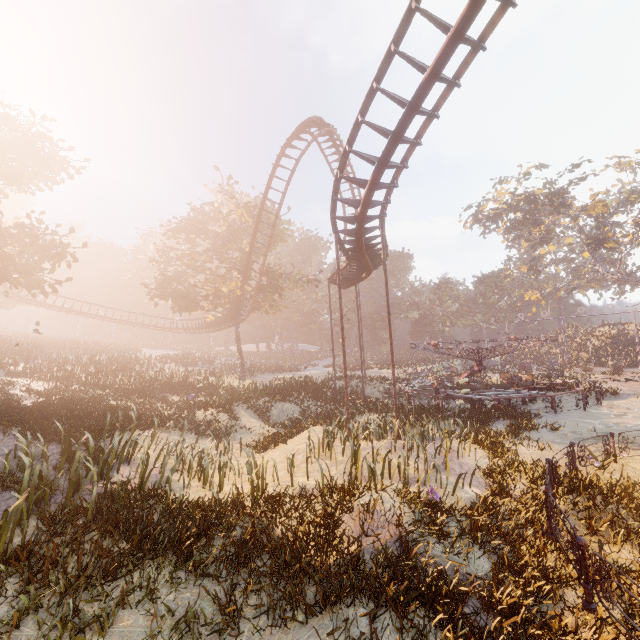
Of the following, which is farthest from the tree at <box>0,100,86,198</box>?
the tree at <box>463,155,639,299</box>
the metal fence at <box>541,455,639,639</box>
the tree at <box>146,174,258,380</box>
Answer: the tree at <box>463,155,639,299</box>

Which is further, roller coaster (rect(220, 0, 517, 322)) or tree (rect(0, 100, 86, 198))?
tree (rect(0, 100, 86, 198))

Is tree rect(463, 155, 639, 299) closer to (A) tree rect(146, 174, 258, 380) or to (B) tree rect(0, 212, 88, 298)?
(A) tree rect(146, 174, 258, 380)

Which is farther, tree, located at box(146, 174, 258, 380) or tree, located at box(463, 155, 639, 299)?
tree, located at box(463, 155, 639, 299)

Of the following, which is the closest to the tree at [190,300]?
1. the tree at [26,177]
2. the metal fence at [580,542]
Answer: the tree at [26,177]

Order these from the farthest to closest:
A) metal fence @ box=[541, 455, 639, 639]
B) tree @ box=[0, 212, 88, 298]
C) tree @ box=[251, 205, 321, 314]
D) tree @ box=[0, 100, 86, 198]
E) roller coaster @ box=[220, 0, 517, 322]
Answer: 1. tree @ box=[251, 205, 321, 314]
2. tree @ box=[0, 100, 86, 198]
3. tree @ box=[0, 212, 88, 298]
4. roller coaster @ box=[220, 0, 517, 322]
5. metal fence @ box=[541, 455, 639, 639]

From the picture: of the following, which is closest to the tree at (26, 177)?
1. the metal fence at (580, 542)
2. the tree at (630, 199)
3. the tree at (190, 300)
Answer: the tree at (190, 300)

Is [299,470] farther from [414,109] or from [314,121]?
[314,121]
